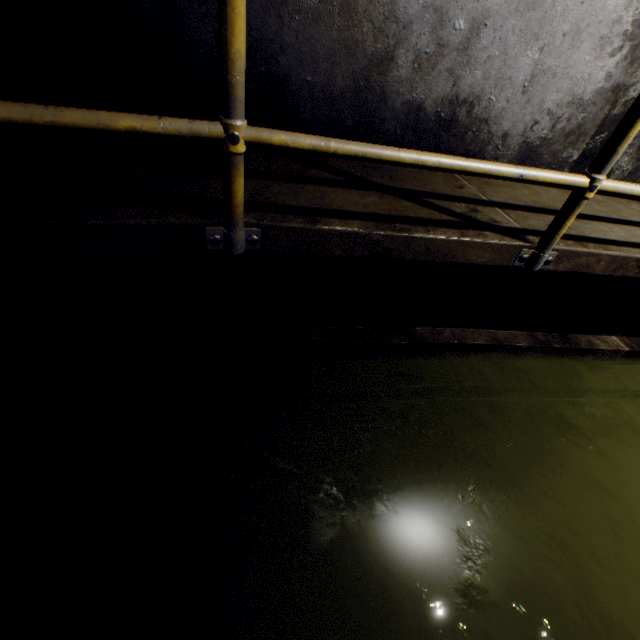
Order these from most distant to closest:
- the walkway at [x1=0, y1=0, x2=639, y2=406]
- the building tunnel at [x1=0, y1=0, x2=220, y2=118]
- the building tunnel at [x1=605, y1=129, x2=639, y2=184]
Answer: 1. the building tunnel at [x1=605, y1=129, x2=639, y2=184]
2. the building tunnel at [x1=0, y1=0, x2=220, y2=118]
3. the walkway at [x1=0, y1=0, x2=639, y2=406]

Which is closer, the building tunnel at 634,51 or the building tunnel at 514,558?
the building tunnel at 514,558

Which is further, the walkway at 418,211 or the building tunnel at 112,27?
the building tunnel at 112,27

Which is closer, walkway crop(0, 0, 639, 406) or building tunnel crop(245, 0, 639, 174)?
walkway crop(0, 0, 639, 406)

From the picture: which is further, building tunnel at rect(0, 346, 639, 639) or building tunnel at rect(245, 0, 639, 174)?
building tunnel at rect(245, 0, 639, 174)

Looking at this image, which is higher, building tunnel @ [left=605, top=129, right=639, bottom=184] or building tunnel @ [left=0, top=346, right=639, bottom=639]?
building tunnel @ [left=605, top=129, right=639, bottom=184]

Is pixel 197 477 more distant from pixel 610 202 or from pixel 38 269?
pixel 610 202
